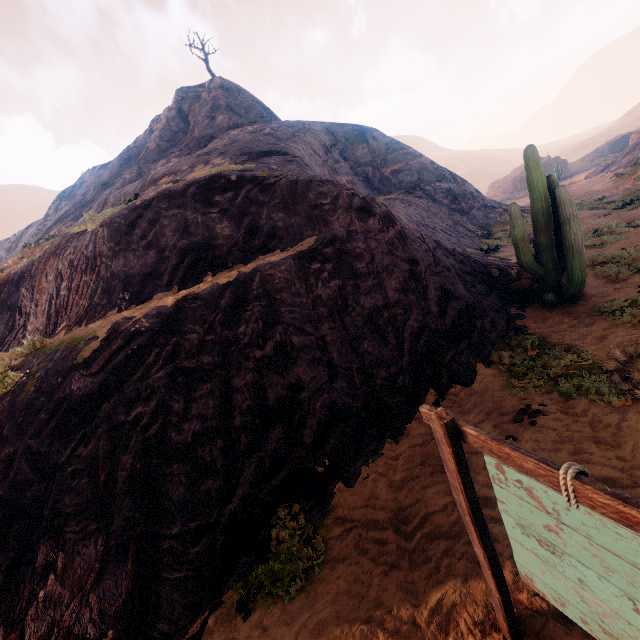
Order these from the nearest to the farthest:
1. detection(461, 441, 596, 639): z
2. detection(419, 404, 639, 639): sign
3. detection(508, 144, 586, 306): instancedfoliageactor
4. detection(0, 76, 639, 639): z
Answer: detection(419, 404, 639, 639): sign, detection(461, 441, 596, 639): z, detection(0, 76, 639, 639): z, detection(508, 144, 586, 306): instancedfoliageactor

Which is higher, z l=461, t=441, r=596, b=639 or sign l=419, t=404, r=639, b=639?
sign l=419, t=404, r=639, b=639

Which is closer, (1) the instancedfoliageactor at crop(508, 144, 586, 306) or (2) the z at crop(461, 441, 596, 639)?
(2) the z at crop(461, 441, 596, 639)

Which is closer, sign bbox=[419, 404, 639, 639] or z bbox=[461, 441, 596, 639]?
sign bbox=[419, 404, 639, 639]

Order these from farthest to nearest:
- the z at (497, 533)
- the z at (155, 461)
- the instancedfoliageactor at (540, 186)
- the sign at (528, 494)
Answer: the instancedfoliageactor at (540, 186) → the z at (155, 461) → the z at (497, 533) → the sign at (528, 494)

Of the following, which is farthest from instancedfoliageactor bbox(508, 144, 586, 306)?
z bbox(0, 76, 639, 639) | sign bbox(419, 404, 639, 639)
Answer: sign bbox(419, 404, 639, 639)

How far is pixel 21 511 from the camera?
4.51m

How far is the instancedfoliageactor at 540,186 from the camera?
7.66m
